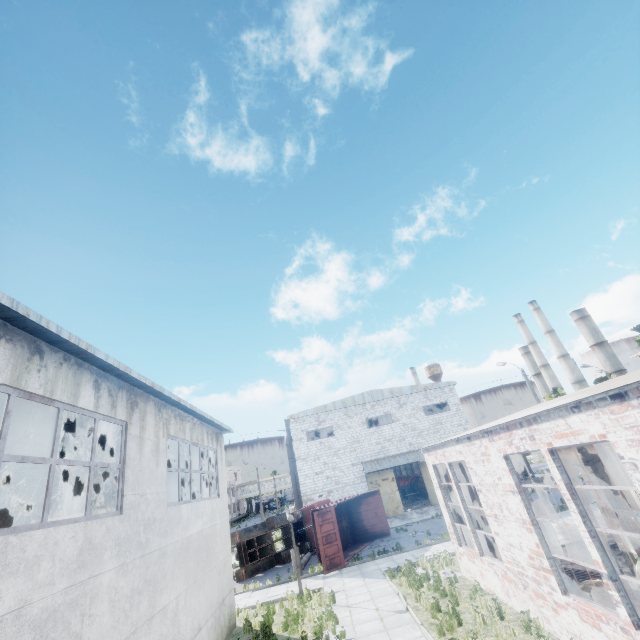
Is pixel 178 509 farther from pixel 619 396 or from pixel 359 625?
pixel 619 396

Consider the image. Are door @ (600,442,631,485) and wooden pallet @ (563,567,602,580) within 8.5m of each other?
yes

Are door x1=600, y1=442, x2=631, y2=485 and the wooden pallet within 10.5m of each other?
yes

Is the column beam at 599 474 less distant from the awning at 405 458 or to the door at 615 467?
the door at 615 467

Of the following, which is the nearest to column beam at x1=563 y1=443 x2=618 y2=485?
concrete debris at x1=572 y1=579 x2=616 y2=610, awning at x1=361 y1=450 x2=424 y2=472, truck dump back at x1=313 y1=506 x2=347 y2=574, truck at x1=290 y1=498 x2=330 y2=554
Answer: concrete debris at x1=572 y1=579 x2=616 y2=610

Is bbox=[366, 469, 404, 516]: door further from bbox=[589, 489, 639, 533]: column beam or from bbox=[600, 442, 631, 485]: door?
bbox=[589, 489, 639, 533]: column beam

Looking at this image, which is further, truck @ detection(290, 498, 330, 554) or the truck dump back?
truck @ detection(290, 498, 330, 554)

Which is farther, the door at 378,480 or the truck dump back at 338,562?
the door at 378,480
